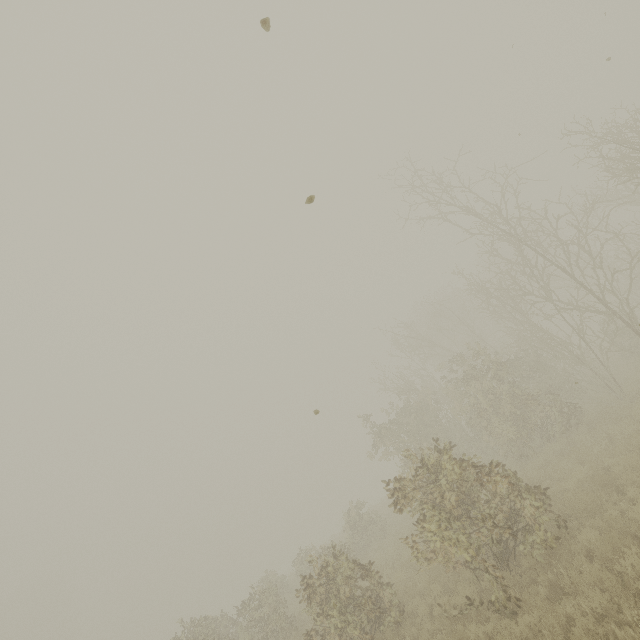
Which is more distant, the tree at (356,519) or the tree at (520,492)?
the tree at (356,519)

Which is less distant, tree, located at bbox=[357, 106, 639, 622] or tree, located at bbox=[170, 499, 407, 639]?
tree, located at bbox=[357, 106, 639, 622]

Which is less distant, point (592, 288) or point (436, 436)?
point (436, 436)
